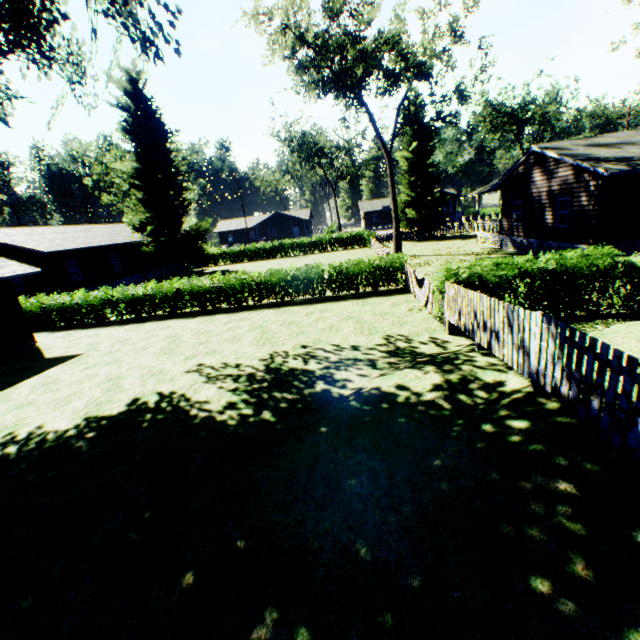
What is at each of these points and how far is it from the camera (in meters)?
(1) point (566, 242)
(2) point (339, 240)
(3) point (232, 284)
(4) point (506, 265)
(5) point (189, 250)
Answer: (1) house, 18.17
(2) hedge, 41.28
(3) hedge, 17.78
(4) hedge, 10.03
(5) plant, 34.88

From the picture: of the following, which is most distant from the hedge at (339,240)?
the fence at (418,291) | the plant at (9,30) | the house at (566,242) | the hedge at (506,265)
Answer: the house at (566,242)

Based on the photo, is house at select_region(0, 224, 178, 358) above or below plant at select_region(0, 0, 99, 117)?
below

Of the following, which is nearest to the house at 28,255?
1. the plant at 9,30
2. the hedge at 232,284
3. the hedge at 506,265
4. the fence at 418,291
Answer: the plant at 9,30

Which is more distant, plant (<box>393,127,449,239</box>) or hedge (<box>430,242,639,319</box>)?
plant (<box>393,127,449,239</box>)

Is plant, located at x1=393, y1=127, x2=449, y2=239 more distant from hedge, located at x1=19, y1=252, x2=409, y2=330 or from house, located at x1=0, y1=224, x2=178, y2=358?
hedge, located at x1=19, y1=252, x2=409, y2=330

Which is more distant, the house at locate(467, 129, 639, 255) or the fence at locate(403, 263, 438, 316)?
the house at locate(467, 129, 639, 255)

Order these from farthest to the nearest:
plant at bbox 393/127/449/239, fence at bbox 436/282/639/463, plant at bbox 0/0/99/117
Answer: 1. plant at bbox 393/127/449/239
2. plant at bbox 0/0/99/117
3. fence at bbox 436/282/639/463
